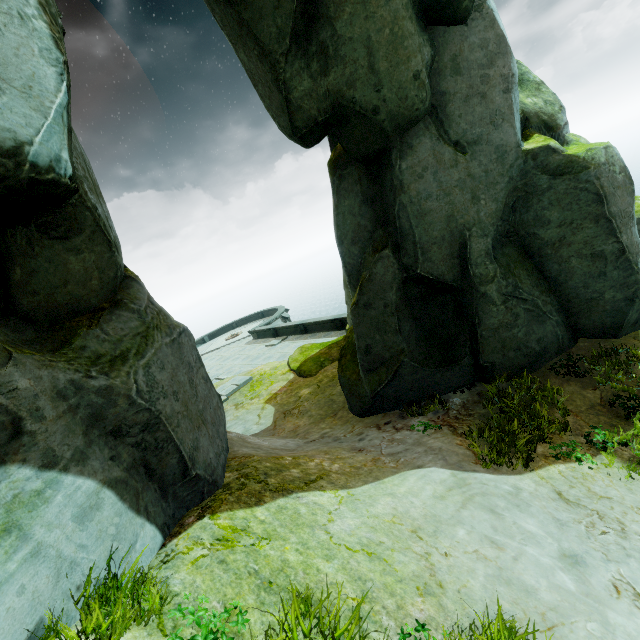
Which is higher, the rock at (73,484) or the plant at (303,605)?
the rock at (73,484)

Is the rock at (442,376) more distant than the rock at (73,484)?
Yes

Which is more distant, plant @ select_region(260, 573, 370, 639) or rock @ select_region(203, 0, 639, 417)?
rock @ select_region(203, 0, 639, 417)

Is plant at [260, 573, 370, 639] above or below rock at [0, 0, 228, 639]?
below

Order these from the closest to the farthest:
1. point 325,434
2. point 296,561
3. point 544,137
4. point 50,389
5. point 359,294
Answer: point 50,389 < point 296,561 < point 544,137 < point 359,294 < point 325,434

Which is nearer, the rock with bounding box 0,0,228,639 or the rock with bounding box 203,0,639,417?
the rock with bounding box 0,0,228,639
